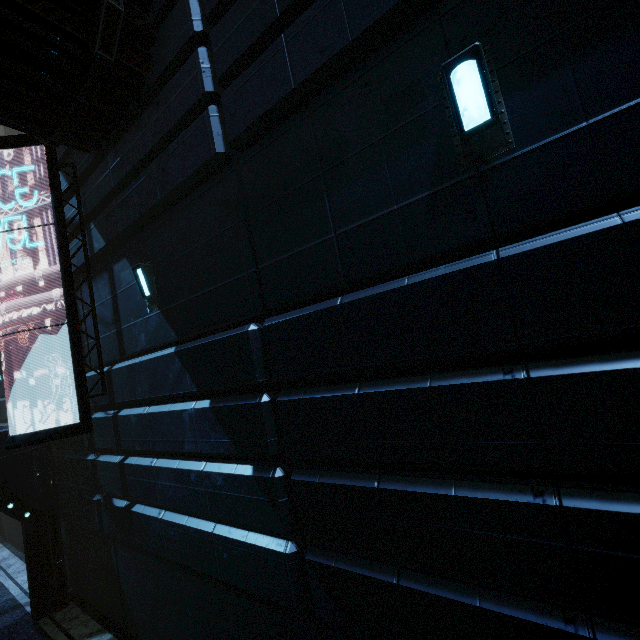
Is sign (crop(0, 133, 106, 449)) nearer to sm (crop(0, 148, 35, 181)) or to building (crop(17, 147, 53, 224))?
building (crop(17, 147, 53, 224))

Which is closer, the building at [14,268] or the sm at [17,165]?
the building at [14,268]

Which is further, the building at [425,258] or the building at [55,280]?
the building at [55,280]

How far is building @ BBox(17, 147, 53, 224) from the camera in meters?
8.4 m

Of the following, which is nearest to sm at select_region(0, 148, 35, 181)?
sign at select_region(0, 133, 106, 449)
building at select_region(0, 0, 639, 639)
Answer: building at select_region(0, 0, 639, 639)

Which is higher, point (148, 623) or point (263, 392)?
point (263, 392)
